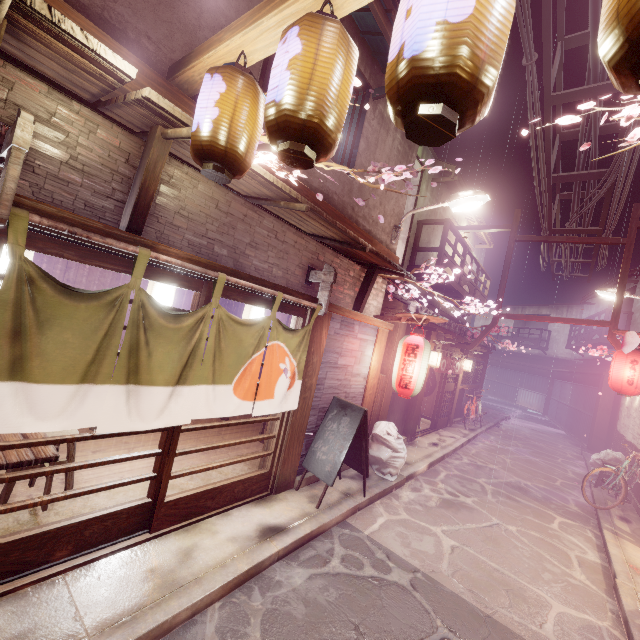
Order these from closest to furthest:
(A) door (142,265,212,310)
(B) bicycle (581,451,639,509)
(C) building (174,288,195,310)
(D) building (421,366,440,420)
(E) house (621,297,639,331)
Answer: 1. (A) door (142,265,212,310)
2. (B) bicycle (581,451,639,509)
3. (C) building (174,288,195,310)
4. (D) building (421,366,440,420)
5. (E) house (621,297,639,331)

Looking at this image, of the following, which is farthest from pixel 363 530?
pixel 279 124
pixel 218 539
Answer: pixel 279 124

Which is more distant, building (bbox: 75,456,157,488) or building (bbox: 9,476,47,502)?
building (bbox: 75,456,157,488)

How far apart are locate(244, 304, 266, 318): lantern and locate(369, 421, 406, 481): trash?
5.82m

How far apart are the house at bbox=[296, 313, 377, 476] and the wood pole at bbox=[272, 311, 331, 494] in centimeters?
1cm

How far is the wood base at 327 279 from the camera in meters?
8.5

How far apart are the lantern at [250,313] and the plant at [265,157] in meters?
4.6 m

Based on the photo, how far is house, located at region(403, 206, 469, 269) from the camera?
17.4m
